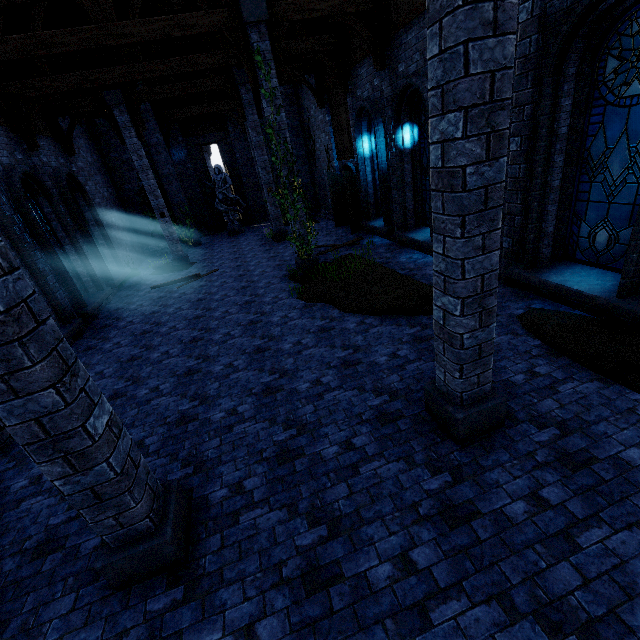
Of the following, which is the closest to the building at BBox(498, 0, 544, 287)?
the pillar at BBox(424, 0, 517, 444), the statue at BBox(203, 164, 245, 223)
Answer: the pillar at BBox(424, 0, 517, 444)

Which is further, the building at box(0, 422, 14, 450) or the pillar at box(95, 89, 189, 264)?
the pillar at box(95, 89, 189, 264)

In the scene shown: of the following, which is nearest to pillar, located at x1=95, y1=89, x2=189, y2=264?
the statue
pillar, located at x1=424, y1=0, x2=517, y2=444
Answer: the statue

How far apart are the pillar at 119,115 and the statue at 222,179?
5.15m

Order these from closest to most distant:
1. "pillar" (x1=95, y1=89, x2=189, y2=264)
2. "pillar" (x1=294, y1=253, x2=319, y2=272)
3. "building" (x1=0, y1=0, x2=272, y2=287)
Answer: "building" (x1=0, y1=0, x2=272, y2=287) → "pillar" (x1=294, y1=253, x2=319, y2=272) → "pillar" (x1=95, y1=89, x2=189, y2=264)

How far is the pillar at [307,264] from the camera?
10.6m

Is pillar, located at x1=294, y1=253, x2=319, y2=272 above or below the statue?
below

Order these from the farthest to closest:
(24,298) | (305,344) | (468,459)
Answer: (305,344)
(468,459)
(24,298)
